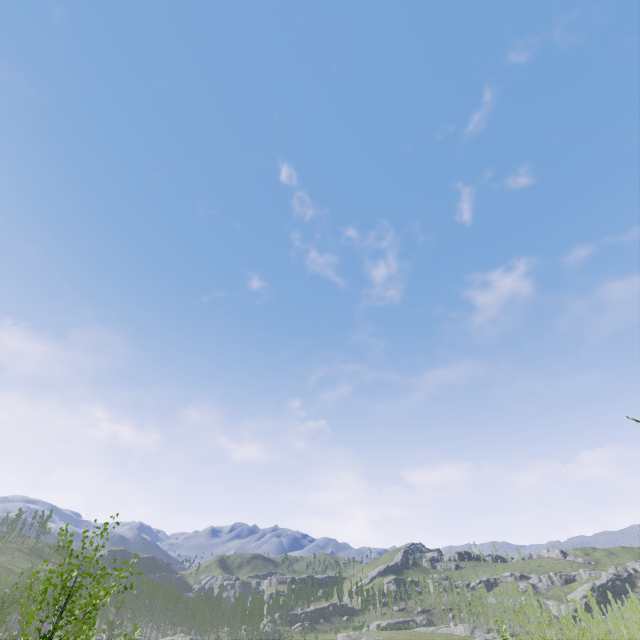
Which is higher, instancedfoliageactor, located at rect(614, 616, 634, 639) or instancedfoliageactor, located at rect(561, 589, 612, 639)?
instancedfoliageactor, located at rect(614, 616, 634, 639)

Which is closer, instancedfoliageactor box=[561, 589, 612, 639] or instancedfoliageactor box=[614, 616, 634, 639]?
instancedfoliageactor box=[614, 616, 634, 639]

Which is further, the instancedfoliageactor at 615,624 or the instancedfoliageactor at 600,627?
the instancedfoliageactor at 600,627

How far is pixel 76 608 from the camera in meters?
52.4 m

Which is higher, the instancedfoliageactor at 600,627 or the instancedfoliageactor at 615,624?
the instancedfoliageactor at 615,624
